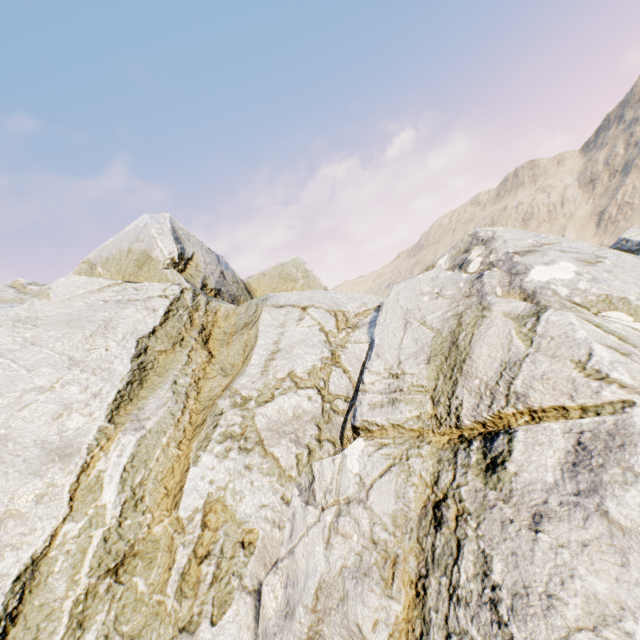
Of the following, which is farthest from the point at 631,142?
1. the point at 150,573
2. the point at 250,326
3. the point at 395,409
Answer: the point at 150,573
